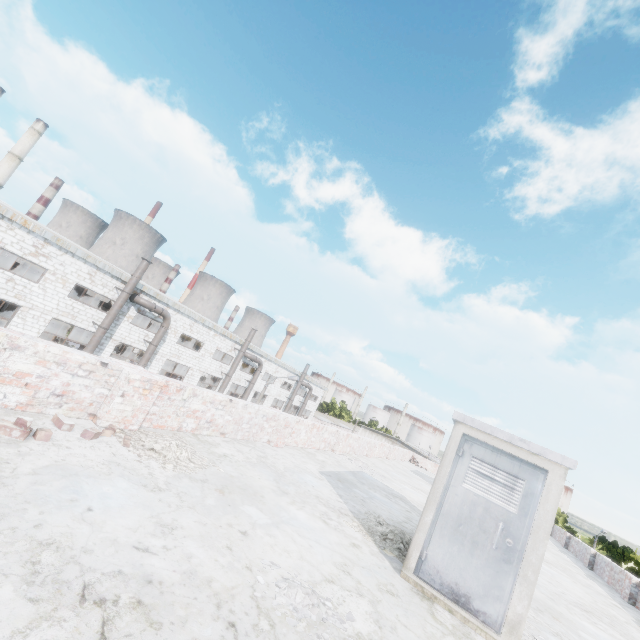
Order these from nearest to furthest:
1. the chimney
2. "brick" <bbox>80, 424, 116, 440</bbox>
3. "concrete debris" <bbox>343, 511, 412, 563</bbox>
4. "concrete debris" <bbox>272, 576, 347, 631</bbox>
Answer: "concrete debris" <bbox>272, 576, 347, 631</bbox> < "brick" <bbox>80, 424, 116, 440</bbox> < "concrete debris" <bbox>343, 511, 412, 563</bbox> < the chimney

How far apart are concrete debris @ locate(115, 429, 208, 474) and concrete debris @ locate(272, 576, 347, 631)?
1.9m

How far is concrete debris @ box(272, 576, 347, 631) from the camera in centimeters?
268cm

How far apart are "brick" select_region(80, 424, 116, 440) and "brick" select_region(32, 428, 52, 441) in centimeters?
49cm

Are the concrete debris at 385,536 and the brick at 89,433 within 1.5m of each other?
no

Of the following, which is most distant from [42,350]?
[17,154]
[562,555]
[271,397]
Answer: [17,154]

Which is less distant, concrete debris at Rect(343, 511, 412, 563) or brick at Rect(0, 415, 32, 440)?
brick at Rect(0, 415, 32, 440)

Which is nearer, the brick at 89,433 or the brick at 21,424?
the brick at 21,424
